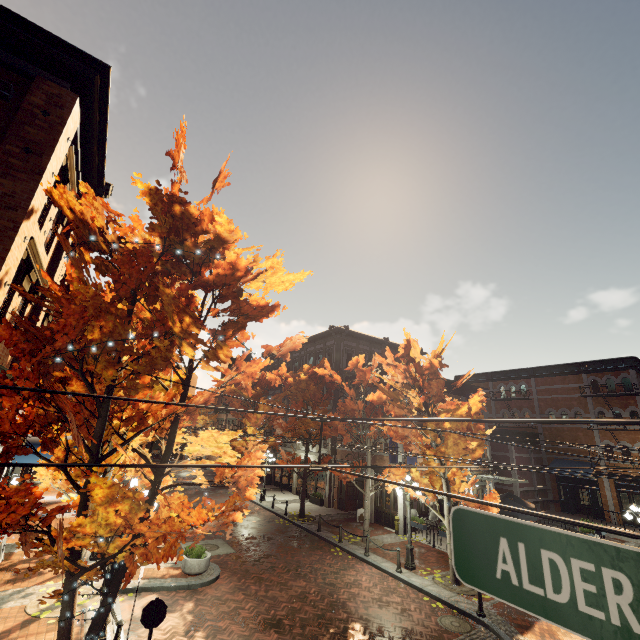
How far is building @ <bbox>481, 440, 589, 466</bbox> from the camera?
25.5 meters

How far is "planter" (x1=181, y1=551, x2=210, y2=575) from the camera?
11.84m

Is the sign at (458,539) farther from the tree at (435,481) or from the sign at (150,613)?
the sign at (150,613)

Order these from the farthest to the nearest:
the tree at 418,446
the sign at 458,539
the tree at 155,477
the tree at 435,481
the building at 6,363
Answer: the tree at 435,481 < the tree at 418,446 < the building at 6,363 < the tree at 155,477 < the sign at 458,539

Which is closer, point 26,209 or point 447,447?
point 26,209

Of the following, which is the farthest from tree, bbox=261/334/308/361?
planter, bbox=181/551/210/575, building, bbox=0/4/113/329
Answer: planter, bbox=181/551/210/575

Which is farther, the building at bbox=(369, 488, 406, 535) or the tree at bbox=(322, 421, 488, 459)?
the building at bbox=(369, 488, 406, 535)

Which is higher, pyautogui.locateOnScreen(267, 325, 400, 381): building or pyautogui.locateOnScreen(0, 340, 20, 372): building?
pyautogui.locateOnScreen(267, 325, 400, 381): building
